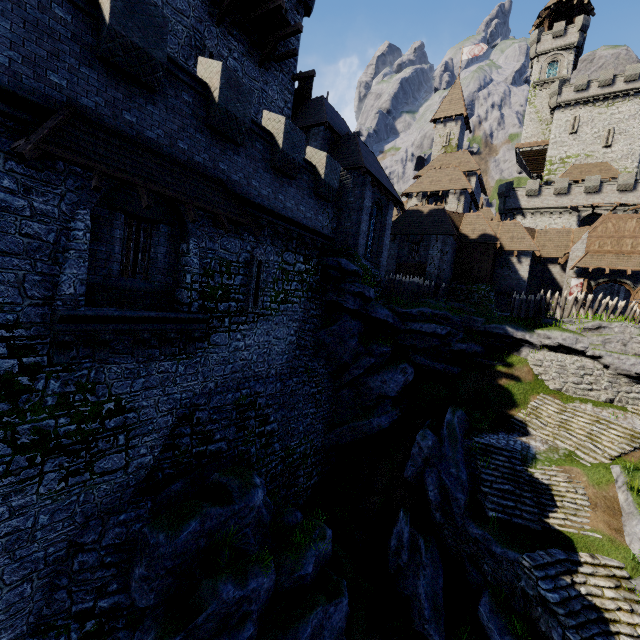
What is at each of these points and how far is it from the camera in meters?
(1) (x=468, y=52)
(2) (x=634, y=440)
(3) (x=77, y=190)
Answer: (1) flag, 39.5 m
(2) stairs, 15.7 m
(3) building tower, 7.8 m

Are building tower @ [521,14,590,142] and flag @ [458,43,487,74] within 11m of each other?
no

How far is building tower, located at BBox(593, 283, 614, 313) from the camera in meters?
37.6

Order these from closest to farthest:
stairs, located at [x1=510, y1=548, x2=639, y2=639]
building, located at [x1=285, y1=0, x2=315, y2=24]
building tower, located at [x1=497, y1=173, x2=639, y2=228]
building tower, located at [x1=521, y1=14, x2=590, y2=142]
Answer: stairs, located at [x1=510, y1=548, x2=639, y2=639], building, located at [x1=285, y1=0, x2=315, y2=24], building tower, located at [x1=497, y1=173, x2=639, y2=228], building tower, located at [x1=521, y1=14, x2=590, y2=142]

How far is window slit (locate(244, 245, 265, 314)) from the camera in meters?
12.9 m

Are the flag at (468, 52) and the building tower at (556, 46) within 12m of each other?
no

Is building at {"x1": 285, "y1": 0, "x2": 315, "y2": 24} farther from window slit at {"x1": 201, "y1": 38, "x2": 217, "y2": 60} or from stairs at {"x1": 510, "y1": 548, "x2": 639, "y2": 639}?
stairs at {"x1": 510, "y1": 548, "x2": 639, "y2": 639}

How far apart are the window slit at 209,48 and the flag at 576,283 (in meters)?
30.26
